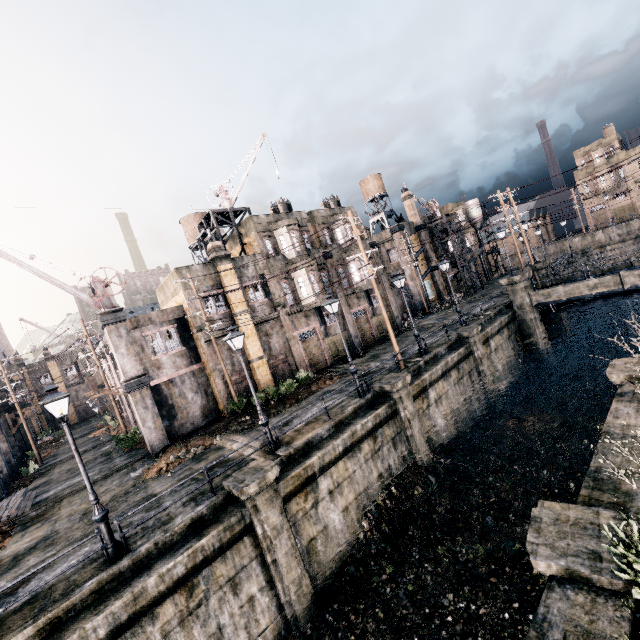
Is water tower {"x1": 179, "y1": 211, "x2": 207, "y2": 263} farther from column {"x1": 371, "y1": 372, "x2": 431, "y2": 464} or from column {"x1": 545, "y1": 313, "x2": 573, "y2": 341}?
column {"x1": 545, "y1": 313, "x2": 573, "y2": 341}

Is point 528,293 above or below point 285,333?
below

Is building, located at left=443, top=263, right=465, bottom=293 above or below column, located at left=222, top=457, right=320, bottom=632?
above

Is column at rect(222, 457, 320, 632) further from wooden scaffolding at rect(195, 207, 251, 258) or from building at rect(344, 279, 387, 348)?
building at rect(344, 279, 387, 348)

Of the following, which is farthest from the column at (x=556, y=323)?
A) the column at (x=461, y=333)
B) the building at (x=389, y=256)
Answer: the building at (x=389, y=256)

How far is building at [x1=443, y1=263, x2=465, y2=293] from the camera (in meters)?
47.62

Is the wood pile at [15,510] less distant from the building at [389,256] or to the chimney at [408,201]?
the building at [389,256]

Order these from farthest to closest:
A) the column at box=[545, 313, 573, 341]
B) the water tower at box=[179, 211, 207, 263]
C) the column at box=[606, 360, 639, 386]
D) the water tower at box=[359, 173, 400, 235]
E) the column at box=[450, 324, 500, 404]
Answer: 1. the water tower at box=[359, 173, 400, 235]
2. the water tower at box=[179, 211, 207, 263]
3. the column at box=[545, 313, 573, 341]
4. the column at box=[450, 324, 500, 404]
5. the column at box=[606, 360, 639, 386]
